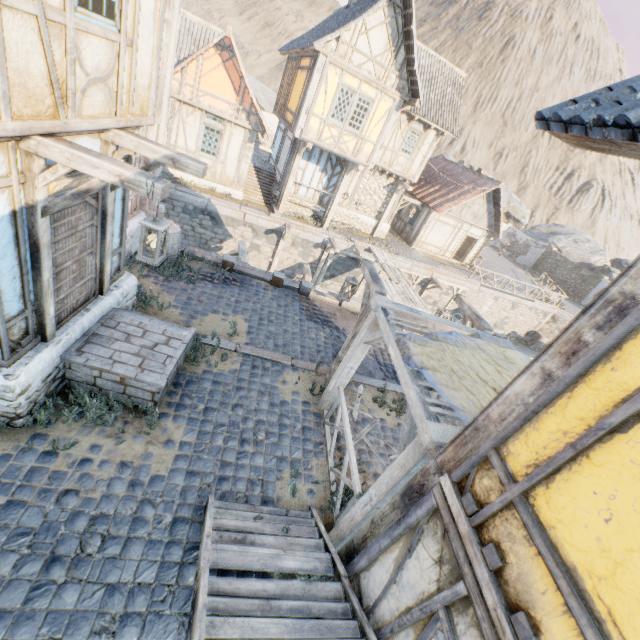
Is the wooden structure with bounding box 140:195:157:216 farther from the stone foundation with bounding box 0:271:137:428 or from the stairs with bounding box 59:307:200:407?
the stairs with bounding box 59:307:200:407

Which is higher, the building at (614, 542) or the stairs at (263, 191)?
the building at (614, 542)

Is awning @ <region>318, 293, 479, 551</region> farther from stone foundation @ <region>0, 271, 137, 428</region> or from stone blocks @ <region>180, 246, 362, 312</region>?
stone foundation @ <region>0, 271, 137, 428</region>

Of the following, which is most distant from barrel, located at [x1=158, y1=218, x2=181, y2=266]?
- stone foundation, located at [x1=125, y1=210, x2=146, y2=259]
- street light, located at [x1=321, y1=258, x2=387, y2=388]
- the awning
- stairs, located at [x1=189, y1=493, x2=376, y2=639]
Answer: stairs, located at [x1=189, y1=493, x2=376, y2=639]

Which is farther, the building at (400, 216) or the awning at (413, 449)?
the building at (400, 216)

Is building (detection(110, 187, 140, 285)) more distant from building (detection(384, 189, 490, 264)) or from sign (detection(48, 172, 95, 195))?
building (detection(384, 189, 490, 264))

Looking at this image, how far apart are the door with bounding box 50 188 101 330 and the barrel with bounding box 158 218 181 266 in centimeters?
321cm

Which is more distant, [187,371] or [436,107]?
[436,107]
